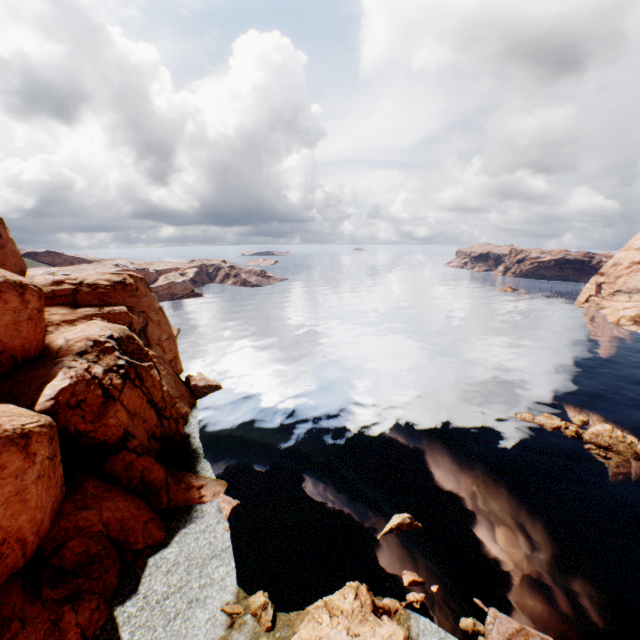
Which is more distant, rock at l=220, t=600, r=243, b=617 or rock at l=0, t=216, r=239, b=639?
rock at l=220, t=600, r=243, b=617

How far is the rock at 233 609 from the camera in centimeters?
2253cm

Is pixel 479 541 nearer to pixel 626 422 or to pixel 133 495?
pixel 133 495

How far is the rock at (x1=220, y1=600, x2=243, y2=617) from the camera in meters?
22.5 m

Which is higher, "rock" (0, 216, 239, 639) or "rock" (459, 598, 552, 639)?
"rock" (0, 216, 239, 639)

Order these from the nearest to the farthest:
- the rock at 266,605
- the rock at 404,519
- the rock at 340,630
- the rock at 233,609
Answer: the rock at 340,630
the rock at 266,605
the rock at 233,609
the rock at 404,519

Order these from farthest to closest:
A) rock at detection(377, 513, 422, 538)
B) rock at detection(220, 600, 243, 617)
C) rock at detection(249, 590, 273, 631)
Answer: rock at detection(377, 513, 422, 538)
rock at detection(220, 600, 243, 617)
rock at detection(249, 590, 273, 631)

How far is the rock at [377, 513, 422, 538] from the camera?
29.0m
